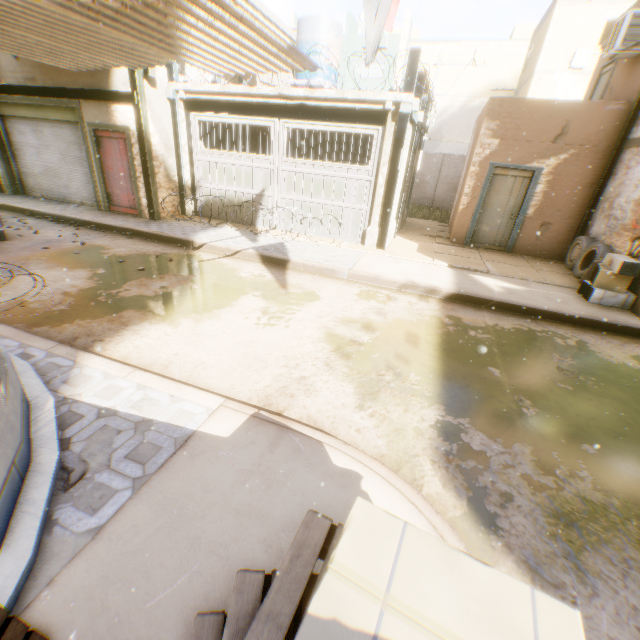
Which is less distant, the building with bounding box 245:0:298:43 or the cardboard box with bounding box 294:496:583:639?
the cardboard box with bounding box 294:496:583:639

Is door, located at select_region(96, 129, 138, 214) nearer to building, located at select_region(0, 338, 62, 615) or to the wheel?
building, located at select_region(0, 338, 62, 615)

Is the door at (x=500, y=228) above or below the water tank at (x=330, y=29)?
below

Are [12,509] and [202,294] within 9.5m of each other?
yes

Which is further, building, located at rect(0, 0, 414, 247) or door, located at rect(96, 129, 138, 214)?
door, located at rect(96, 129, 138, 214)

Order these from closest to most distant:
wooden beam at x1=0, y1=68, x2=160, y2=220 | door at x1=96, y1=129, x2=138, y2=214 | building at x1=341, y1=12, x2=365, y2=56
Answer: wooden beam at x1=0, y1=68, x2=160, y2=220
door at x1=96, y1=129, x2=138, y2=214
building at x1=341, y1=12, x2=365, y2=56

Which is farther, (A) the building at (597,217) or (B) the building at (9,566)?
(A) the building at (597,217)

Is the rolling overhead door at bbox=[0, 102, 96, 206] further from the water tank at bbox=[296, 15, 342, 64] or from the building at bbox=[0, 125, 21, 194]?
the water tank at bbox=[296, 15, 342, 64]
